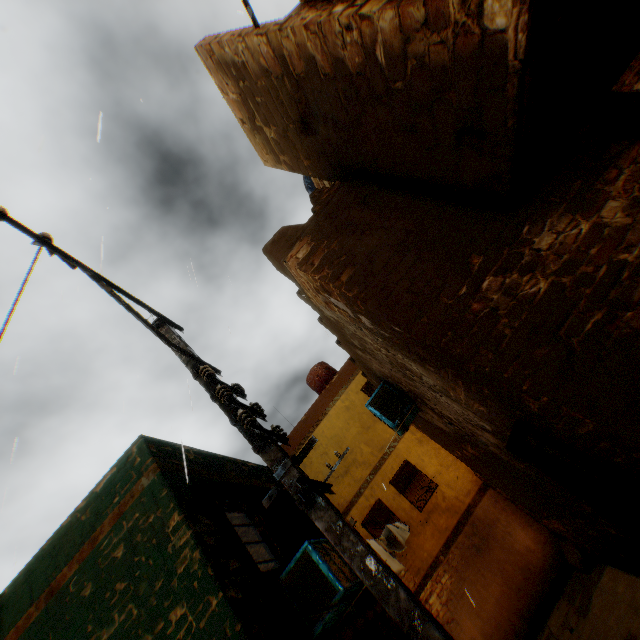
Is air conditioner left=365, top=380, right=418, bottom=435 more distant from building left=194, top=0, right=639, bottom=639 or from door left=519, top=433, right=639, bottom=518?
door left=519, top=433, right=639, bottom=518

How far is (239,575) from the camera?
4.3 meters

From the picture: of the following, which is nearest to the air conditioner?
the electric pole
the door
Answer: the door

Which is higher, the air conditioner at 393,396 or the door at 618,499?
the air conditioner at 393,396

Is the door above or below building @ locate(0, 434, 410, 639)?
below

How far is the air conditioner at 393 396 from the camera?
6.6m

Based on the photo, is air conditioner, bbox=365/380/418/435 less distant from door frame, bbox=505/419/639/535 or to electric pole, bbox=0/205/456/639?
door frame, bbox=505/419/639/535

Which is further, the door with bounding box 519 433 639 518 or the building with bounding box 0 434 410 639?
the building with bounding box 0 434 410 639
